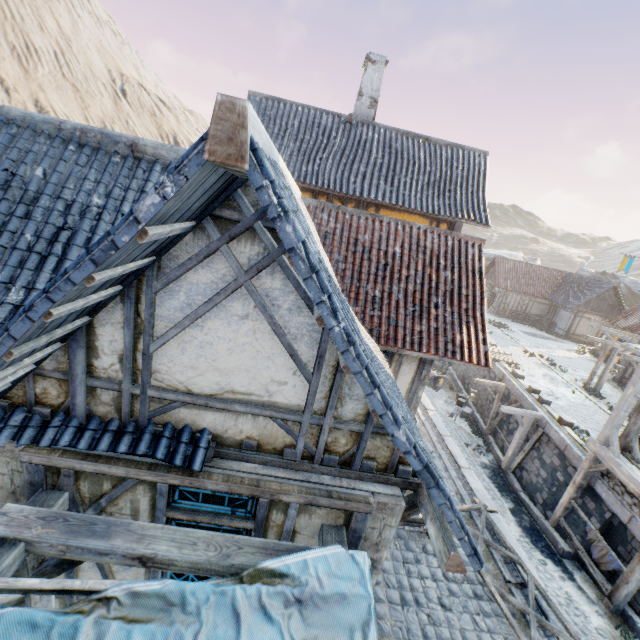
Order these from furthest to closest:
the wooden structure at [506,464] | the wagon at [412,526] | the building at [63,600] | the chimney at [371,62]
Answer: the wooden structure at [506,464] < the chimney at [371,62] < the wagon at [412,526] < the building at [63,600]

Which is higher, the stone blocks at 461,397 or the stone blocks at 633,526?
the stone blocks at 633,526

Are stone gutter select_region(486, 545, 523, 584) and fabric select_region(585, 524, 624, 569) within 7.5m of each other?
yes

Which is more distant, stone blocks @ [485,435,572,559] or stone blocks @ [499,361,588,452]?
stone blocks @ [499,361,588,452]

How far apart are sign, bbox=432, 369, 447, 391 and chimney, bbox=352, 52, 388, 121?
10.42m

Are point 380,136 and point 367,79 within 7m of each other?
yes

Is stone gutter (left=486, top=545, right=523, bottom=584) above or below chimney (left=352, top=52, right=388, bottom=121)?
below

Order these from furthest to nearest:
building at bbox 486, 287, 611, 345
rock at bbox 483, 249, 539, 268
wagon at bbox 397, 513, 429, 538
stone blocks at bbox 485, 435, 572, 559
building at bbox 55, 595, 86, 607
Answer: rock at bbox 483, 249, 539, 268, building at bbox 486, 287, 611, 345, stone blocks at bbox 485, 435, 572, 559, wagon at bbox 397, 513, 429, 538, building at bbox 55, 595, 86, 607
